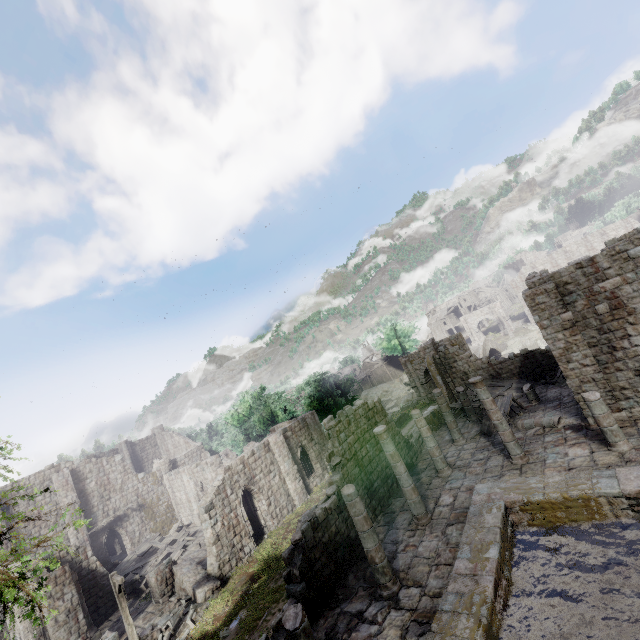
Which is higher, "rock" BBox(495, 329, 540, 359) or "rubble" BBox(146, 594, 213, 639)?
"rubble" BBox(146, 594, 213, 639)

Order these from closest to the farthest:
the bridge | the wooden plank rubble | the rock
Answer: the wooden plank rubble < the bridge < the rock

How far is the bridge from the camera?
Result: 46.3 meters

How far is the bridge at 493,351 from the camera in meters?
46.3 m

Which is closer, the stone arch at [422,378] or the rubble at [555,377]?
the rubble at [555,377]

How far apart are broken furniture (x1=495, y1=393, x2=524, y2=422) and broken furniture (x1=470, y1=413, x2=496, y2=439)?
1.35m

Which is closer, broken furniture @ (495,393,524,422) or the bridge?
broken furniture @ (495,393,524,422)

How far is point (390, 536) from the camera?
13.0m
